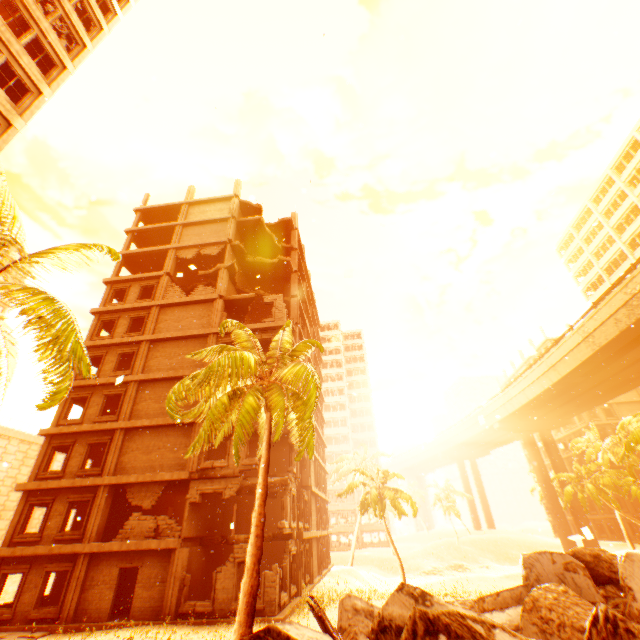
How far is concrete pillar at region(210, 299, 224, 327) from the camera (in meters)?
23.24

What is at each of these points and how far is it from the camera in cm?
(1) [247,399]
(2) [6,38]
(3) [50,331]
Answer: (1) rubble, 1176
(2) wall corner piece, 1379
(3) rubble, 753

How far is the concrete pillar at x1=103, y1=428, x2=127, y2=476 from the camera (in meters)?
18.48

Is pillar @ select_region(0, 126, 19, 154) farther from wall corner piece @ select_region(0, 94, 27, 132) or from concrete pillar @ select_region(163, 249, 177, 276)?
concrete pillar @ select_region(163, 249, 177, 276)

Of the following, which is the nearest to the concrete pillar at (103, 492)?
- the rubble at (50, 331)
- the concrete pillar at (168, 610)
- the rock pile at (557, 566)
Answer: the concrete pillar at (168, 610)

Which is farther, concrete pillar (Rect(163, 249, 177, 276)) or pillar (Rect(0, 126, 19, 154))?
concrete pillar (Rect(163, 249, 177, 276))

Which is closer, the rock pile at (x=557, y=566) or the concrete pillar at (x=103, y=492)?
the rock pile at (x=557, y=566)

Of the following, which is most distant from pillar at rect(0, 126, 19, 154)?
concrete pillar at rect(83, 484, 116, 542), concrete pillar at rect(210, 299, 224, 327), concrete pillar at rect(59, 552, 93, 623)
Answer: concrete pillar at rect(59, 552, 93, 623)
